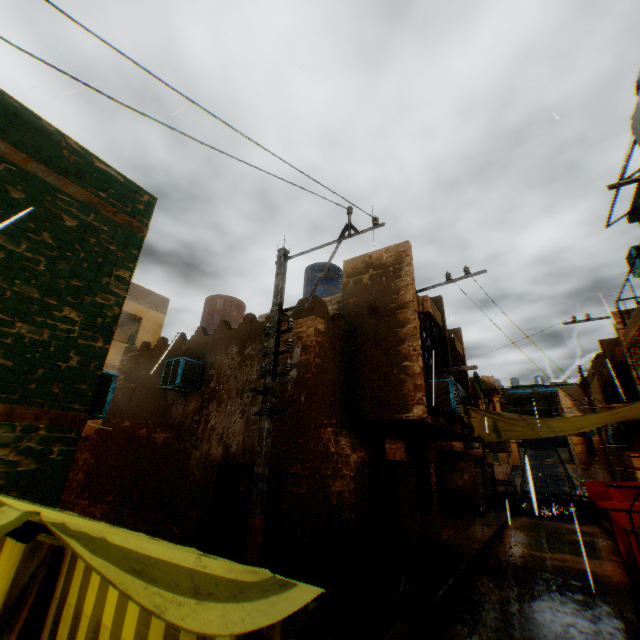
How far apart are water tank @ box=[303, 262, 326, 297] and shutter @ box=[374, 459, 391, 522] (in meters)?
5.80

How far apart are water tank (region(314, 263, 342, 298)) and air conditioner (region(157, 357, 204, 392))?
4.64m

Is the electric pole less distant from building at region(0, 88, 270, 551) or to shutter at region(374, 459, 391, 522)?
building at region(0, 88, 270, 551)

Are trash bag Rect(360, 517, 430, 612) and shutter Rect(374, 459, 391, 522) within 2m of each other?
yes

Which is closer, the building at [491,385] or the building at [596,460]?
the building at [491,385]

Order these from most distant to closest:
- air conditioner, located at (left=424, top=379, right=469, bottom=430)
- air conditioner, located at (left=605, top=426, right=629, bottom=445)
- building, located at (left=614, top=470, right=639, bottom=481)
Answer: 1. building, located at (left=614, top=470, right=639, bottom=481)
2. air conditioner, located at (left=605, top=426, right=629, bottom=445)
3. air conditioner, located at (left=424, top=379, right=469, bottom=430)

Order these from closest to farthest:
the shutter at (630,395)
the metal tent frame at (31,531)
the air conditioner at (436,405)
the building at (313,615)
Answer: the metal tent frame at (31,531), the building at (313,615), the air conditioner at (436,405), the shutter at (630,395)

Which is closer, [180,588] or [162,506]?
[180,588]
